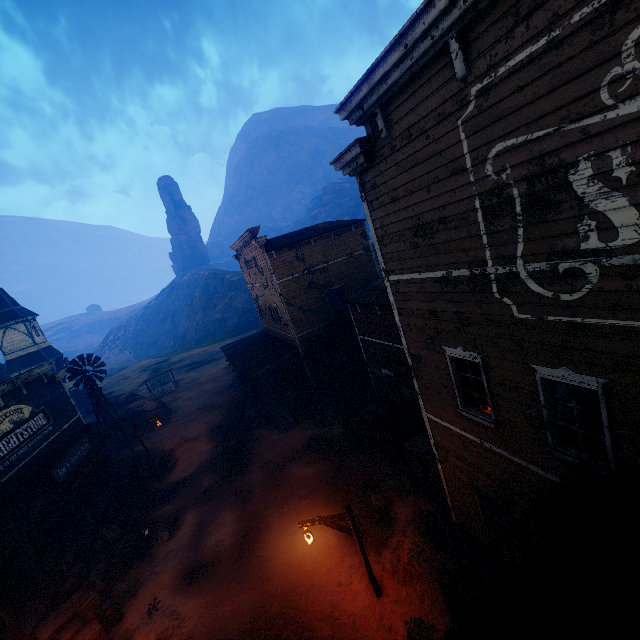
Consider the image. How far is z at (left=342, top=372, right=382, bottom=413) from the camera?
20.5 meters

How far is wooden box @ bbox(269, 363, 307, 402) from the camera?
22.5 meters

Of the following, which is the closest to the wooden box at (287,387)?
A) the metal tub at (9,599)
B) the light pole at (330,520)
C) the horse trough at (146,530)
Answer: the horse trough at (146,530)

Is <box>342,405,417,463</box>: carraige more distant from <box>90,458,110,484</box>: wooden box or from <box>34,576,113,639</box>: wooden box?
<box>90,458,110,484</box>: wooden box

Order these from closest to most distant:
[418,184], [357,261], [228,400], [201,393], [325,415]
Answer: [418,184] → [325,415] → [357,261] → [228,400] → [201,393]

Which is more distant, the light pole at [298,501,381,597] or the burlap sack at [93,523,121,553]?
the burlap sack at [93,523,121,553]

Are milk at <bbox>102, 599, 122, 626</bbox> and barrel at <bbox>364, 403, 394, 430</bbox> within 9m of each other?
no

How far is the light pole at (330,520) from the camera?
9.0 meters
